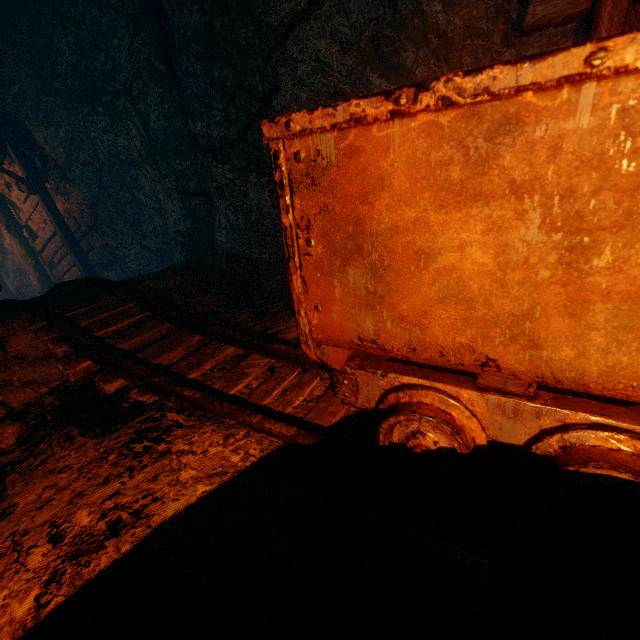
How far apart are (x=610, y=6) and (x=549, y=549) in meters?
3.0 m

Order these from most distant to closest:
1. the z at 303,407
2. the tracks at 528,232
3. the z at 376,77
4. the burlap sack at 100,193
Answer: the burlap sack at 100,193, the z at 376,77, the z at 303,407, the tracks at 528,232

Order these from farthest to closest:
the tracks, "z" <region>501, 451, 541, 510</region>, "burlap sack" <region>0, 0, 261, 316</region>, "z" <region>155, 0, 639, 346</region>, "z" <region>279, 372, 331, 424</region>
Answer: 1. "burlap sack" <region>0, 0, 261, 316</region>
2. "z" <region>155, 0, 639, 346</region>
3. "z" <region>279, 372, 331, 424</region>
4. "z" <region>501, 451, 541, 510</region>
5. the tracks

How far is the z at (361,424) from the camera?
1.75m

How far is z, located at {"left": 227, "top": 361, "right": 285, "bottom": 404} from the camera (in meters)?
2.13

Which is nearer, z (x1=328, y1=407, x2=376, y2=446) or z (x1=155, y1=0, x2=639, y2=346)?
z (x1=328, y1=407, x2=376, y2=446)
